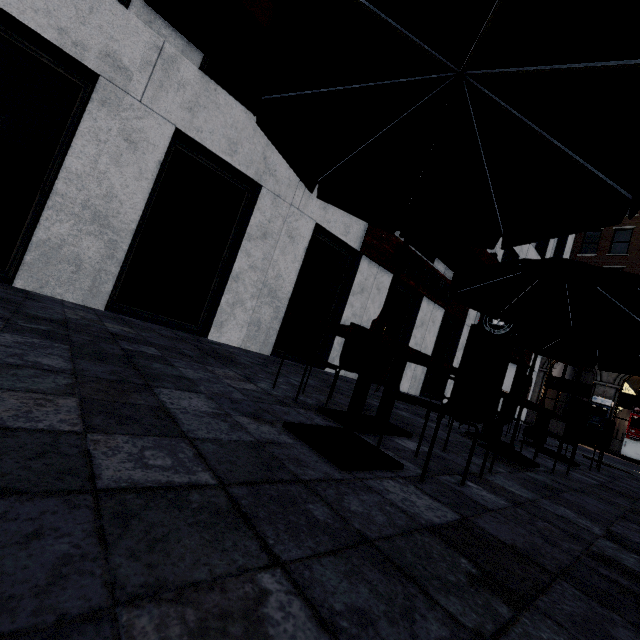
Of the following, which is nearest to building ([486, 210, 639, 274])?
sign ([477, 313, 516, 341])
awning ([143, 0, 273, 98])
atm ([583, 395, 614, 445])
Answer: atm ([583, 395, 614, 445])

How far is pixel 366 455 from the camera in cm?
203

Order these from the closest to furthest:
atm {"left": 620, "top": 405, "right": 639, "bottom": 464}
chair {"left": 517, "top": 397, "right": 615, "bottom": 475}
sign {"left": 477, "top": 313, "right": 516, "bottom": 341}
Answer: chair {"left": 517, "top": 397, "right": 615, "bottom": 475}, sign {"left": 477, "top": 313, "right": 516, "bottom": 341}, atm {"left": 620, "top": 405, "right": 639, "bottom": 464}

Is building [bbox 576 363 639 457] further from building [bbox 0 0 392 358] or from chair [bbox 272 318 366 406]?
chair [bbox 272 318 366 406]

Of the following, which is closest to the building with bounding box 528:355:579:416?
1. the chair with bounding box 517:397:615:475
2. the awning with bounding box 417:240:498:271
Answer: the awning with bounding box 417:240:498:271

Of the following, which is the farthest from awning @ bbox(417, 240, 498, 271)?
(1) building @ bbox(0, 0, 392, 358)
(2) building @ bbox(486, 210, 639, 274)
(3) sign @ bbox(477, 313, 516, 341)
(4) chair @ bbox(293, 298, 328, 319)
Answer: (2) building @ bbox(486, 210, 639, 274)

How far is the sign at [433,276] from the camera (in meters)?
8.96

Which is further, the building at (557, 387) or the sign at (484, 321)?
the building at (557, 387)
